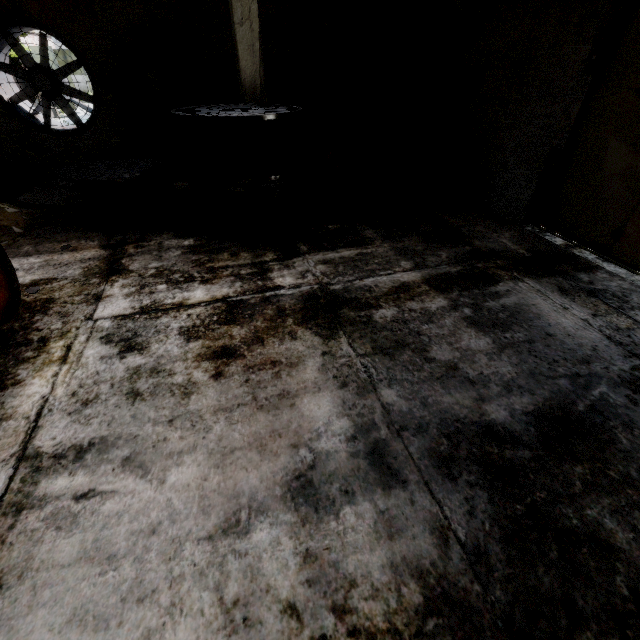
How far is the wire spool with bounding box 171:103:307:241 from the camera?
4.94m

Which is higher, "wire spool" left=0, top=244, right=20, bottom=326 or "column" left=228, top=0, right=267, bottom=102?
"column" left=228, top=0, right=267, bottom=102

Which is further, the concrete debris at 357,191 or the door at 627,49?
the concrete debris at 357,191

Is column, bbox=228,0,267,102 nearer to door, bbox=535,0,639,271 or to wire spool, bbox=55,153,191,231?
wire spool, bbox=55,153,191,231

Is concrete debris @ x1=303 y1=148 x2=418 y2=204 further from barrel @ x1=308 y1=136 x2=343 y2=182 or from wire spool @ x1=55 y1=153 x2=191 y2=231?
wire spool @ x1=55 y1=153 x2=191 y2=231

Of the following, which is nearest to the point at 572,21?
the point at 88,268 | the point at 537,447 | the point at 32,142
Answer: the point at 537,447

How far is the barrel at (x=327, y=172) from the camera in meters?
7.2

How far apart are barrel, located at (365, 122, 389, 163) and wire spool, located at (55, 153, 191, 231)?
5.61m
